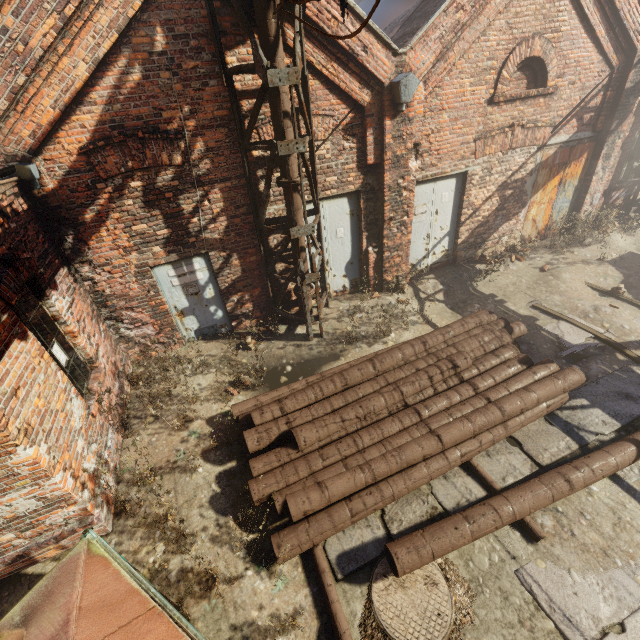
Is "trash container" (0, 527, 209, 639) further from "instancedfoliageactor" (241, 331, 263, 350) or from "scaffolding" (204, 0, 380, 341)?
"instancedfoliageactor" (241, 331, 263, 350)

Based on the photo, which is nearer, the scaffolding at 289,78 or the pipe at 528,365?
the pipe at 528,365

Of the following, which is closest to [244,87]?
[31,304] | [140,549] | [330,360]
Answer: [31,304]

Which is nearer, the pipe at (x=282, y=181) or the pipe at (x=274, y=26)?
the pipe at (x=274, y=26)

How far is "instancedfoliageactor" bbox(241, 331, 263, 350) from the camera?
6.91m

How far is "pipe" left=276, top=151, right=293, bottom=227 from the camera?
5.6 meters

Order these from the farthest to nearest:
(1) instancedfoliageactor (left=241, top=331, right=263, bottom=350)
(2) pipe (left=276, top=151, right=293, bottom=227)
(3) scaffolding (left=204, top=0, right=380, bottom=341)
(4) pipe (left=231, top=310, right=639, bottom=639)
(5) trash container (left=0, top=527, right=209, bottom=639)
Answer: (1) instancedfoliageactor (left=241, top=331, right=263, bottom=350) < (2) pipe (left=276, top=151, right=293, bottom=227) < (3) scaffolding (left=204, top=0, right=380, bottom=341) < (4) pipe (left=231, top=310, right=639, bottom=639) < (5) trash container (left=0, top=527, right=209, bottom=639)

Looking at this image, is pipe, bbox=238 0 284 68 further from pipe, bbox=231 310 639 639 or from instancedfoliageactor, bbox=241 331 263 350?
pipe, bbox=231 310 639 639
